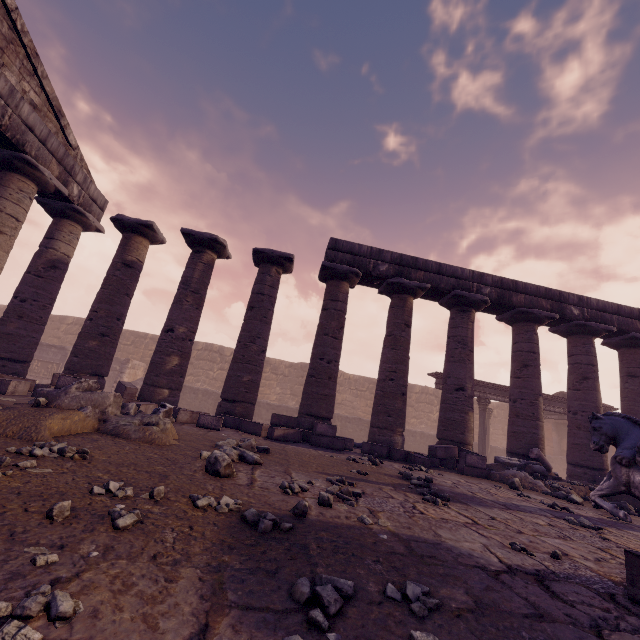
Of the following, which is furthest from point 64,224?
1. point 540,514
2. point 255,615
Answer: point 540,514

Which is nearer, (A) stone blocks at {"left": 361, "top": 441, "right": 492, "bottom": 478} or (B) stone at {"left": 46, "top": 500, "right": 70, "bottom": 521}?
(B) stone at {"left": 46, "top": 500, "right": 70, "bottom": 521}

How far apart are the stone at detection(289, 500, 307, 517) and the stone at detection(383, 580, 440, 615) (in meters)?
0.98

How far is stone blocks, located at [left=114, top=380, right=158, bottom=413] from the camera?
7.13m

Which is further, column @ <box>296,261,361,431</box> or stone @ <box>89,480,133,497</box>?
column @ <box>296,261,361,431</box>

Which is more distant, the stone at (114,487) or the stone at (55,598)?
the stone at (114,487)

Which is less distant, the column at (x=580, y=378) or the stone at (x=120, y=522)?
the stone at (x=120, y=522)

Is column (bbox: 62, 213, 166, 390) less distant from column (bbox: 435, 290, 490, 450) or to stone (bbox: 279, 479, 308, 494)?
stone (bbox: 279, 479, 308, 494)
